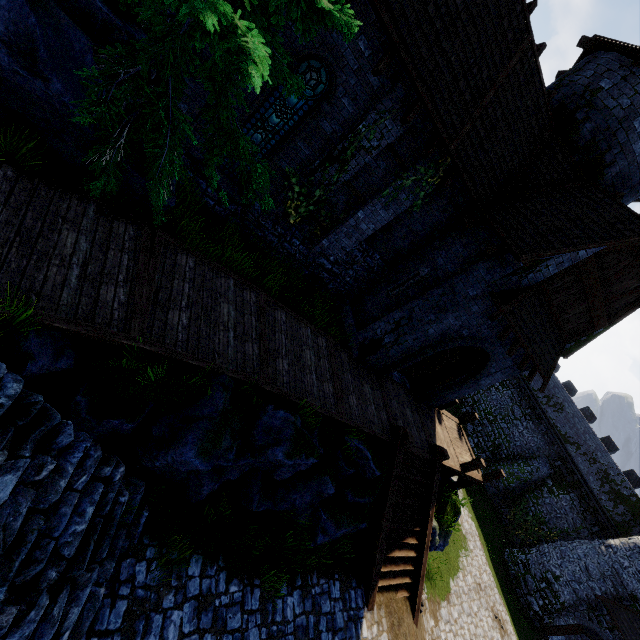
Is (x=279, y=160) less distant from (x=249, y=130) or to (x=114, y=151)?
(x=249, y=130)

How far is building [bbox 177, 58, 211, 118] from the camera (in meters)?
7.19

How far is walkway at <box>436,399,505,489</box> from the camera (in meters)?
14.23

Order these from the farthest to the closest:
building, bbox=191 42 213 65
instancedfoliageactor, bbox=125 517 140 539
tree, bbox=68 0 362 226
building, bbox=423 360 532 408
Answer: building, bbox=423 360 532 408
building, bbox=191 42 213 65
instancedfoliageactor, bbox=125 517 140 539
tree, bbox=68 0 362 226

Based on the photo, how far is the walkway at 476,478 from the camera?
14.2 meters

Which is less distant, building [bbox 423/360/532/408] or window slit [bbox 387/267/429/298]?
window slit [bbox 387/267/429/298]

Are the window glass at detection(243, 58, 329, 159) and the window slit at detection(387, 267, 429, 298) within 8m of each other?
yes

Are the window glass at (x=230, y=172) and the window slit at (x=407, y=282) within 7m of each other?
yes
